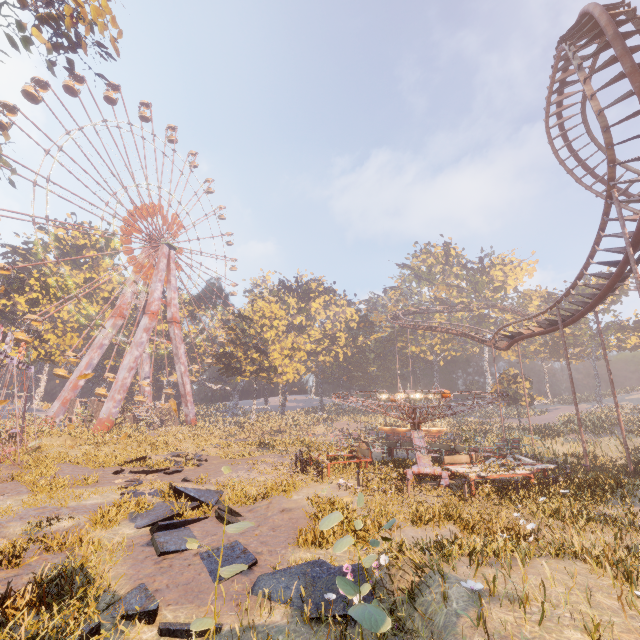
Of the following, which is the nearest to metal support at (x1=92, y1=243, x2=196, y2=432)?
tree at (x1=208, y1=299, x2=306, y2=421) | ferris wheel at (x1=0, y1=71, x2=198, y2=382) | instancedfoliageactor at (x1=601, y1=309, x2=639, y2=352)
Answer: ferris wheel at (x1=0, y1=71, x2=198, y2=382)

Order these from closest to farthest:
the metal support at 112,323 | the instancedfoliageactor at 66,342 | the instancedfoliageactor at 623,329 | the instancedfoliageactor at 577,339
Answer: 1. the instancedfoliageactor at 577,339
2. the instancedfoliageactor at 66,342
3. the metal support at 112,323
4. the instancedfoliageactor at 623,329

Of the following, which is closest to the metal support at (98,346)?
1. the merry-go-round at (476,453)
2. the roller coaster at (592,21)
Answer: the merry-go-round at (476,453)

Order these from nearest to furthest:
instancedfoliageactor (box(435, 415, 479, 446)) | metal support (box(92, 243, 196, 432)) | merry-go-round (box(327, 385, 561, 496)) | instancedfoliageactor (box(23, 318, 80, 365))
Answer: merry-go-round (box(327, 385, 561, 496))
instancedfoliageactor (box(435, 415, 479, 446))
metal support (box(92, 243, 196, 432))
instancedfoliageactor (box(23, 318, 80, 365))

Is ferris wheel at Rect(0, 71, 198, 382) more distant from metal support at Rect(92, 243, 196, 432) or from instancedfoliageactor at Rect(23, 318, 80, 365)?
instancedfoliageactor at Rect(23, 318, 80, 365)

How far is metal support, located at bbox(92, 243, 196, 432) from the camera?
36.3m

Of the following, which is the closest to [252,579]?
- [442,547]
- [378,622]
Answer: [442,547]

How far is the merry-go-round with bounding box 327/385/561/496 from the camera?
13.6m
